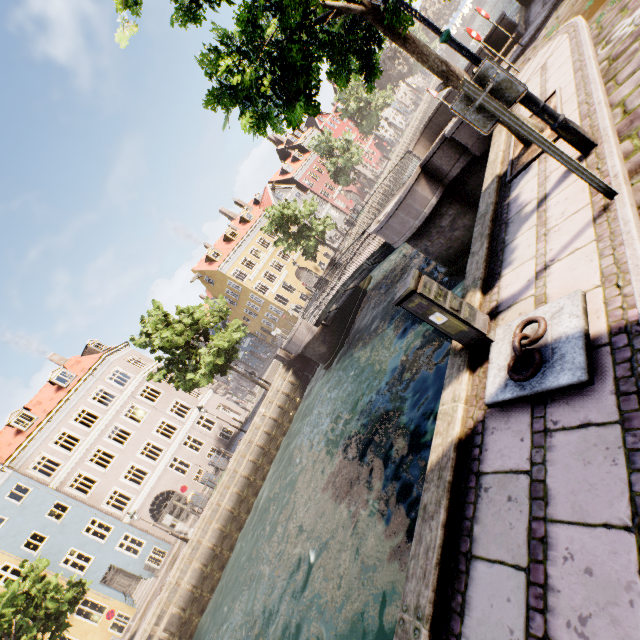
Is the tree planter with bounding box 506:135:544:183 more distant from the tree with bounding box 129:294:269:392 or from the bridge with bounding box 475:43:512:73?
the bridge with bounding box 475:43:512:73

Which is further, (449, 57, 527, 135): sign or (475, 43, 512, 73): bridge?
(475, 43, 512, 73): bridge

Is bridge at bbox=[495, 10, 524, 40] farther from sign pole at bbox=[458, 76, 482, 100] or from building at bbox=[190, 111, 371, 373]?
building at bbox=[190, 111, 371, 373]

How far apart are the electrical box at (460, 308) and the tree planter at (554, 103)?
3.5m

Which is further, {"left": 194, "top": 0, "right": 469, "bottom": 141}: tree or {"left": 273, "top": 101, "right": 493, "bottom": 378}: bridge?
{"left": 273, "top": 101, "right": 493, "bottom": 378}: bridge

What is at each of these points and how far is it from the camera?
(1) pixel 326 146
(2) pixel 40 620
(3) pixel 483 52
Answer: (1) tree, 39.34m
(2) tree, 15.45m
(3) bridge, 12.62m

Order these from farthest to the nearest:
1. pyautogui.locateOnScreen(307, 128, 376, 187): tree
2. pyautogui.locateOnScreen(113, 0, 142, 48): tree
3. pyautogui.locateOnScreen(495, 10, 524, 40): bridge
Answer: pyautogui.locateOnScreen(307, 128, 376, 187): tree < pyautogui.locateOnScreen(495, 10, 524, 40): bridge < pyautogui.locateOnScreen(113, 0, 142, 48): tree

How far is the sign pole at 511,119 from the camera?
3.12m
